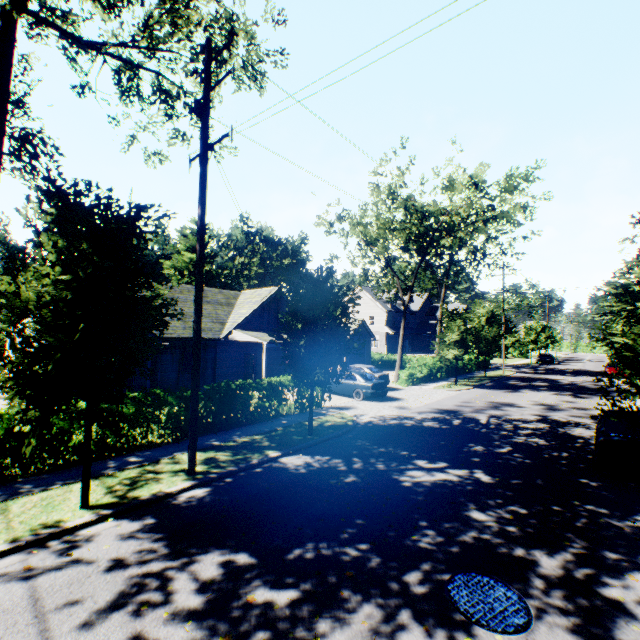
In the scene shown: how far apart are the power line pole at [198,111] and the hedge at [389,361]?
32.09m

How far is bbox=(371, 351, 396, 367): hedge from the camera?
39.16m

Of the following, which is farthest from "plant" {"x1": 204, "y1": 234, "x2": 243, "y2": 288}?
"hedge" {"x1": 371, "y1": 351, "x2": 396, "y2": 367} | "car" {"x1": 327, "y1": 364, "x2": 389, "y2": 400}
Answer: "car" {"x1": 327, "y1": 364, "x2": 389, "y2": 400}

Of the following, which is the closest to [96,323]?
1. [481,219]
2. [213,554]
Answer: [213,554]

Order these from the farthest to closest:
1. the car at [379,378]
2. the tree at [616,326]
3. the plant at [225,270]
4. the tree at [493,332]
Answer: the plant at [225,270] → the tree at [493,332] → the car at [379,378] → the tree at [616,326]

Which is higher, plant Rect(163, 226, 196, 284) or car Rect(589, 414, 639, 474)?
plant Rect(163, 226, 196, 284)

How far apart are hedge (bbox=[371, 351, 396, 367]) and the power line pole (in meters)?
32.09
